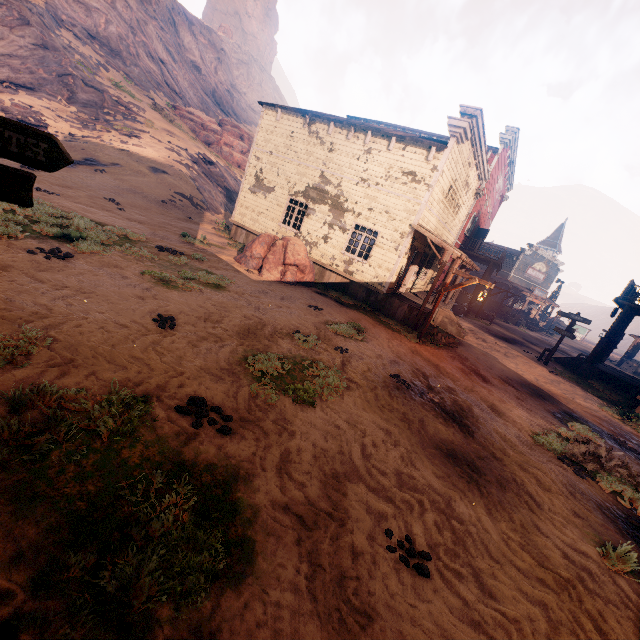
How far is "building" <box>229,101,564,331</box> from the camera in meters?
13.4 m

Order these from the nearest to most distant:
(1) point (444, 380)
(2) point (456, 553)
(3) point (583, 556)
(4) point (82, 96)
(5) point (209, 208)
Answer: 1. (2) point (456, 553)
2. (3) point (583, 556)
3. (1) point (444, 380)
4. (5) point (209, 208)
5. (4) point (82, 96)

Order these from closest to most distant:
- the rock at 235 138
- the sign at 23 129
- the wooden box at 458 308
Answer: the sign at 23 129
the wooden box at 458 308
the rock at 235 138

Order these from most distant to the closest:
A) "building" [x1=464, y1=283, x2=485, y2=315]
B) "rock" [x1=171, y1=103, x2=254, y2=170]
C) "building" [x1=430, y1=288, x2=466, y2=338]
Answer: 1. "rock" [x1=171, y1=103, x2=254, y2=170]
2. "building" [x1=464, y1=283, x2=485, y2=315]
3. "building" [x1=430, y1=288, x2=466, y2=338]

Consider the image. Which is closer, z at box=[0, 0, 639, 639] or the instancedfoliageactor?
z at box=[0, 0, 639, 639]

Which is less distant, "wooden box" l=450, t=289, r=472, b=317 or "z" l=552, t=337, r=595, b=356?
"wooden box" l=450, t=289, r=472, b=317

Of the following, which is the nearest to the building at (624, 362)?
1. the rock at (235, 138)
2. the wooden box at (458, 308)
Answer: the wooden box at (458, 308)
